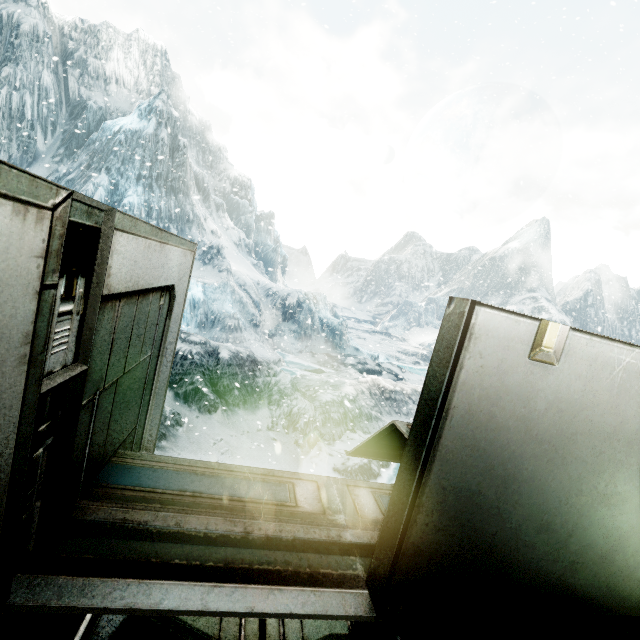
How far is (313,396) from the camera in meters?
15.0 m
